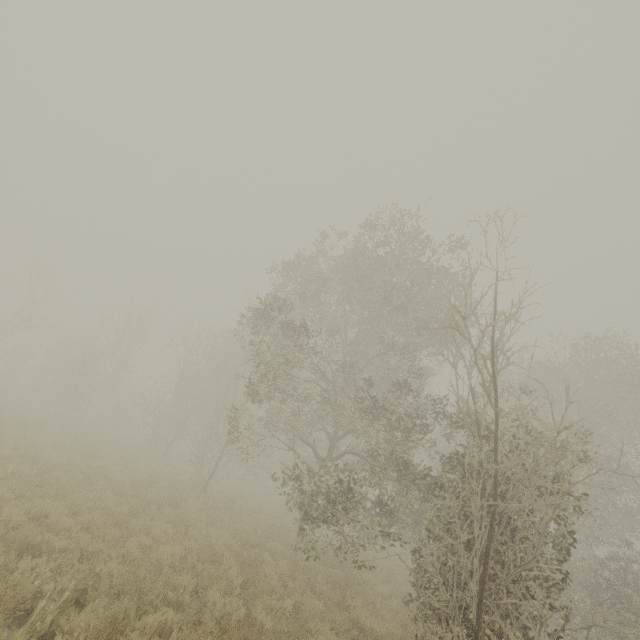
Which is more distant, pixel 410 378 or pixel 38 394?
pixel 38 394
